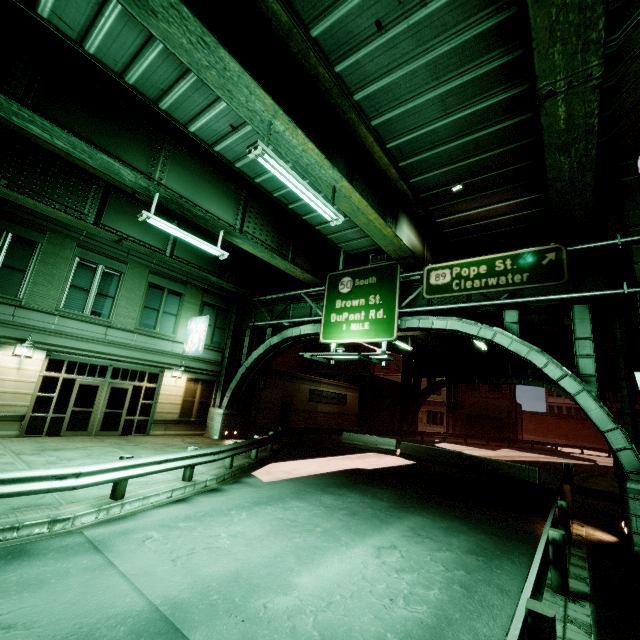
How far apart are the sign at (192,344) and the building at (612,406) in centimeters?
7385cm

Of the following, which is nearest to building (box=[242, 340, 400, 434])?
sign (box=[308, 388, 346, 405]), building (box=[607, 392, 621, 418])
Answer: sign (box=[308, 388, 346, 405])

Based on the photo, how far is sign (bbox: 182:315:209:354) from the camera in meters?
18.4

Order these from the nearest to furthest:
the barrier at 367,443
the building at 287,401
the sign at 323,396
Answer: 1. the barrier at 367,443
2. the building at 287,401
3. the sign at 323,396

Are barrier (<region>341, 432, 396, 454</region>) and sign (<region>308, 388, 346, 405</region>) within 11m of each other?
yes

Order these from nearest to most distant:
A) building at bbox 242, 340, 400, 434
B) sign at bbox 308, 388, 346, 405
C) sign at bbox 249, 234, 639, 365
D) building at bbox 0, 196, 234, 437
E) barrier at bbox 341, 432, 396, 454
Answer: sign at bbox 249, 234, 639, 365, building at bbox 0, 196, 234, 437, barrier at bbox 341, 432, 396, 454, building at bbox 242, 340, 400, 434, sign at bbox 308, 388, 346, 405

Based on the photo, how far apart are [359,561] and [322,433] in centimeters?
1861cm

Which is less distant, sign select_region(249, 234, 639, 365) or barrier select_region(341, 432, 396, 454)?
sign select_region(249, 234, 639, 365)
